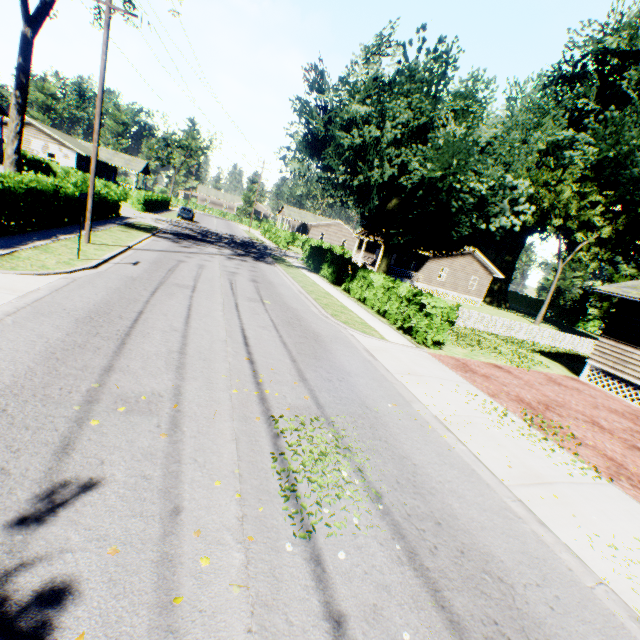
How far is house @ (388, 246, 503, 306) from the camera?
38.0 meters

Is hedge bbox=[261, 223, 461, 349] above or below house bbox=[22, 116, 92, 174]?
below

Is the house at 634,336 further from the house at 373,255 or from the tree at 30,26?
the tree at 30,26

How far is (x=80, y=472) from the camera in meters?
3.7 m

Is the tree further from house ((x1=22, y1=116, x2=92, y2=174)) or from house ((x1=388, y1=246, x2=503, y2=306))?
house ((x1=388, y1=246, x2=503, y2=306))

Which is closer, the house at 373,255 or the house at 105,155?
the house at 373,255

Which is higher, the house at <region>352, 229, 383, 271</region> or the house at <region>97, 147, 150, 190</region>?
the house at <region>97, 147, 150, 190</region>

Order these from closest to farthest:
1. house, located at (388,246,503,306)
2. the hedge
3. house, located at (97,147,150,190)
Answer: the hedge → house, located at (388,246,503,306) → house, located at (97,147,150,190)
